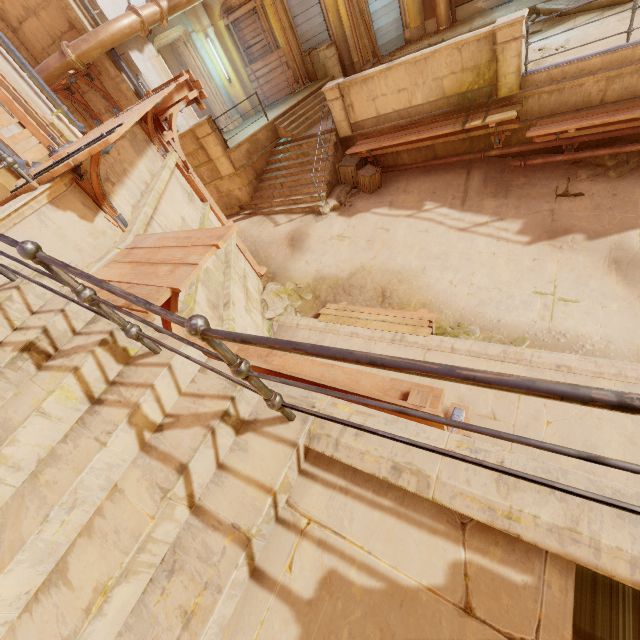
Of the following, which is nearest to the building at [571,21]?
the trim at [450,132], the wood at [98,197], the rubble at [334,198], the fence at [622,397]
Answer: the trim at [450,132]

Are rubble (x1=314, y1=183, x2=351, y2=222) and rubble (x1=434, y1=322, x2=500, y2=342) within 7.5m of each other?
yes

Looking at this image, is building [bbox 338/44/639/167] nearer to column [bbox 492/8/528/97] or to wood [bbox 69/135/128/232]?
column [bbox 492/8/528/97]

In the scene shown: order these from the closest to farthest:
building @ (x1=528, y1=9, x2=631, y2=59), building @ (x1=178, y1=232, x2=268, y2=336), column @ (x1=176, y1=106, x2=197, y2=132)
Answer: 1. building @ (x1=178, y1=232, x2=268, y2=336)
2. building @ (x1=528, y1=9, x2=631, y2=59)
3. column @ (x1=176, y1=106, x2=197, y2=132)

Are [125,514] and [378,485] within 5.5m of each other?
yes

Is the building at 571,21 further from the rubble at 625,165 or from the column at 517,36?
the rubble at 625,165

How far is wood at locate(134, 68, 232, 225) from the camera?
6.6m

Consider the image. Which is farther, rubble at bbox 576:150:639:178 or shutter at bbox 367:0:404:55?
shutter at bbox 367:0:404:55
